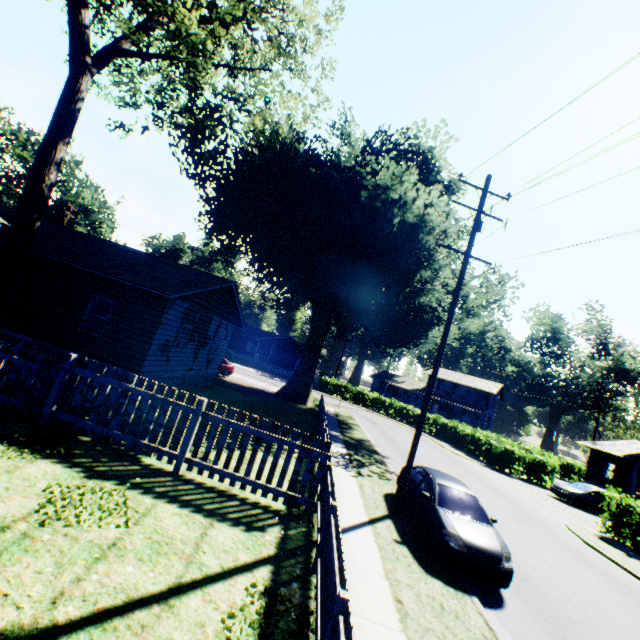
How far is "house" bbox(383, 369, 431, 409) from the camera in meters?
53.1

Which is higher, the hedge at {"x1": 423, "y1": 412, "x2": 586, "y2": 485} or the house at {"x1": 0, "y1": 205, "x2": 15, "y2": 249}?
the house at {"x1": 0, "y1": 205, "x2": 15, "y2": 249}

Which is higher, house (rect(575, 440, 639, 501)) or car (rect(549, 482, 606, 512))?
house (rect(575, 440, 639, 501))

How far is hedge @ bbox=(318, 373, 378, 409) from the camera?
44.8m

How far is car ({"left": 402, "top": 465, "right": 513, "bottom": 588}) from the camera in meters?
7.4

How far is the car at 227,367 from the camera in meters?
27.4

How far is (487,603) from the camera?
7.0m

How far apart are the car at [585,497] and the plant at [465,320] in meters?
14.2 m
